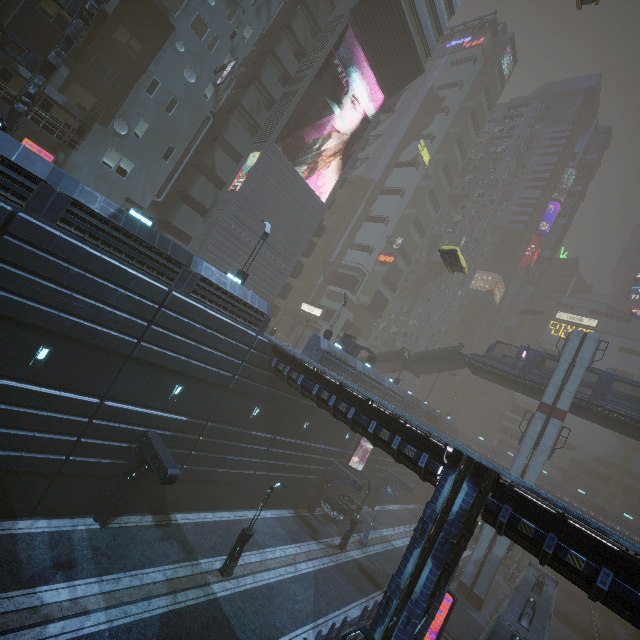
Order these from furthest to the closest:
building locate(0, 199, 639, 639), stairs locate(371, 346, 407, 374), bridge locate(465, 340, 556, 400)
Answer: stairs locate(371, 346, 407, 374) → bridge locate(465, 340, 556, 400) → building locate(0, 199, 639, 639)

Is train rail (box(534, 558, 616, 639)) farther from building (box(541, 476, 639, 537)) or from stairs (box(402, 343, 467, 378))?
stairs (box(402, 343, 467, 378))

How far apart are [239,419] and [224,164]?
22.7m

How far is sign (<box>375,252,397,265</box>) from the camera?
54.9m

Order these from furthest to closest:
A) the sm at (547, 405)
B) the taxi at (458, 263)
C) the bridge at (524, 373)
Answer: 1. the bridge at (524, 373)
2. the sm at (547, 405)
3. the taxi at (458, 263)

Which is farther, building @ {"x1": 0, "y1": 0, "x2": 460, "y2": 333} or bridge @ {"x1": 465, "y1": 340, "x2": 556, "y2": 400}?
bridge @ {"x1": 465, "y1": 340, "x2": 556, "y2": 400}

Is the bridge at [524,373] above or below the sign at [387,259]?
below

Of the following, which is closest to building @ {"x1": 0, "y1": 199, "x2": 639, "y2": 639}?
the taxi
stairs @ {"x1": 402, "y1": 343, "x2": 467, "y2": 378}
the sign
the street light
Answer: the sign
